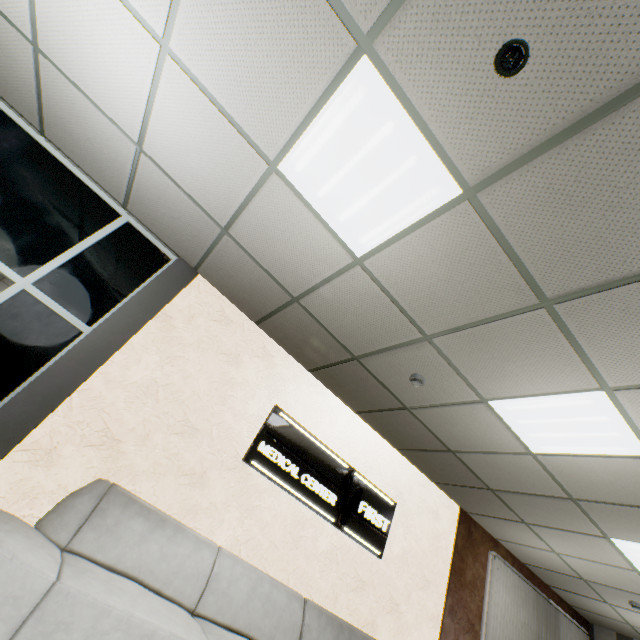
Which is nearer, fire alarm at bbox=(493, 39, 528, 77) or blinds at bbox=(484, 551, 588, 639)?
fire alarm at bbox=(493, 39, 528, 77)

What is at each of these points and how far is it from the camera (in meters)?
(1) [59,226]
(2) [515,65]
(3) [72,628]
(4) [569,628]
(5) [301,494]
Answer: (1) doorway, 3.29
(2) fire alarm, 1.44
(3) sofa, 1.89
(4) blinds, 6.39
(5) sign, 3.90

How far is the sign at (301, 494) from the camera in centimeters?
380cm

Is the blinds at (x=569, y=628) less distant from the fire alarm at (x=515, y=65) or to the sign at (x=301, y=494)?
the sign at (x=301, y=494)

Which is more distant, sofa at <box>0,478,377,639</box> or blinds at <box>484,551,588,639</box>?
blinds at <box>484,551,588,639</box>

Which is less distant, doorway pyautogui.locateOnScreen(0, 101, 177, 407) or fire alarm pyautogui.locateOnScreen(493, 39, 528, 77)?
fire alarm pyautogui.locateOnScreen(493, 39, 528, 77)

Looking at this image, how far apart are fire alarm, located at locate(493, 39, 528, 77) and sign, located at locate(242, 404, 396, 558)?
3.67m

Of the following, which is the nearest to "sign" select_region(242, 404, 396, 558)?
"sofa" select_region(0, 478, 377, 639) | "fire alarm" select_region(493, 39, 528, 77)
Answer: "sofa" select_region(0, 478, 377, 639)
